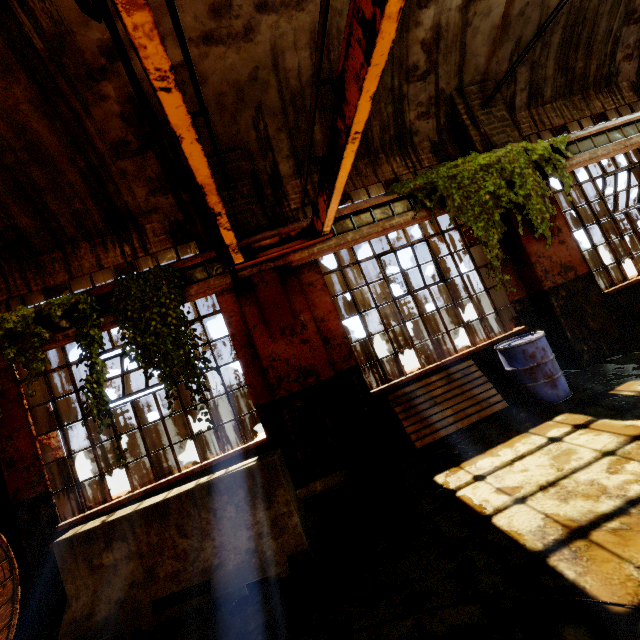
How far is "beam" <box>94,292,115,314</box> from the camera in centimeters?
453cm

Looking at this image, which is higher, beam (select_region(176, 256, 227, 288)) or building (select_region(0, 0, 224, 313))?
building (select_region(0, 0, 224, 313))

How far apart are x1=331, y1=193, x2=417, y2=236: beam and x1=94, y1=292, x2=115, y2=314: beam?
3.13m

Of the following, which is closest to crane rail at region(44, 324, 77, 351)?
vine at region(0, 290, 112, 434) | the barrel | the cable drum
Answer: vine at region(0, 290, 112, 434)

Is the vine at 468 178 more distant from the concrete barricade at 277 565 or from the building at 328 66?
the concrete barricade at 277 565

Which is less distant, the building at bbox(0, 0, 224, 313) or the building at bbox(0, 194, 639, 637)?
the building at bbox(0, 0, 224, 313)

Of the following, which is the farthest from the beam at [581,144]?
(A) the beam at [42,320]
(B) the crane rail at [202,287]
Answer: (A) the beam at [42,320]

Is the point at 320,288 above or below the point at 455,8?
below
